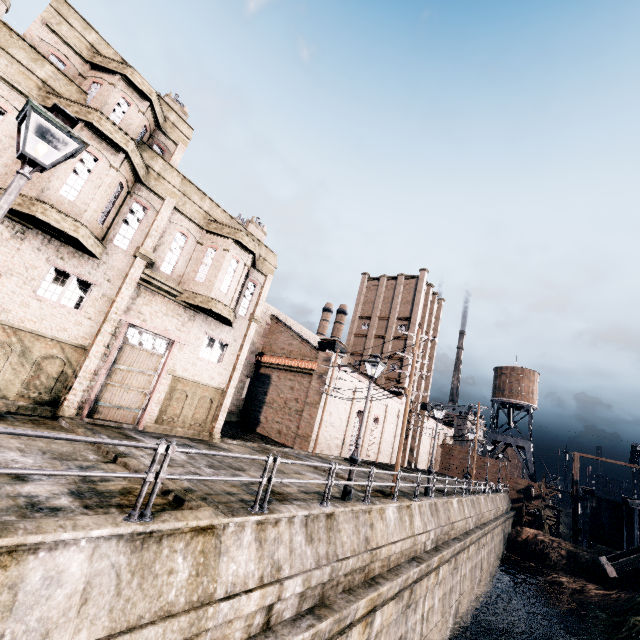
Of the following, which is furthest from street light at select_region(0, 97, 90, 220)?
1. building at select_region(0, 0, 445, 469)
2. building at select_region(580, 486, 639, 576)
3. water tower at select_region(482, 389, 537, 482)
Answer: water tower at select_region(482, 389, 537, 482)

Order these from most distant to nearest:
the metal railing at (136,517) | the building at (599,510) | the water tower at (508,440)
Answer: the water tower at (508,440)
the building at (599,510)
the metal railing at (136,517)

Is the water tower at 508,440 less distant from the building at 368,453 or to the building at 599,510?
the building at 368,453

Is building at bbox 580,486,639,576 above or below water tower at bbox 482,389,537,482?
below

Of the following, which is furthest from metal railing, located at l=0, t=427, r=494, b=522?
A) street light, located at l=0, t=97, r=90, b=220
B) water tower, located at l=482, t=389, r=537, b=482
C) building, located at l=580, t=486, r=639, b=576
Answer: water tower, located at l=482, t=389, r=537, b=482

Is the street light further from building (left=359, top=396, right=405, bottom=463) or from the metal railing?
building (left=359, top=396, right=405, bottom=463)

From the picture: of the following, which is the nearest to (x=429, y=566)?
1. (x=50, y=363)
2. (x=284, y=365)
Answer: (x=50, y=363)

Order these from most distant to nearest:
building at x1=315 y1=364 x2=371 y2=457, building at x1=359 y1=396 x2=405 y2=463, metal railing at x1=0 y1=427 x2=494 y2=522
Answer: building at x1=359 y1=396 x2=405 y2=463 → building at x1=315 y1=364 x2=371 y2=457 → metal railing at x1=0 y1=427 x2=494 y2=522
